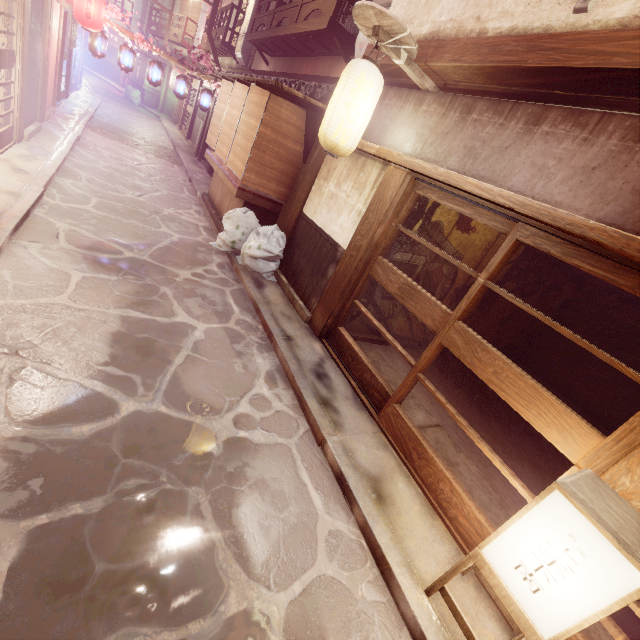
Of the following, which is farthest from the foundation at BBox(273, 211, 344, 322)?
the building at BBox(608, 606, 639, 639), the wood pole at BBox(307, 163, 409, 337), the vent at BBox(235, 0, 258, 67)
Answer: the vent at BBox(235, 0, 258, 67)

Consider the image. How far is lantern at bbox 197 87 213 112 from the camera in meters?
21.2

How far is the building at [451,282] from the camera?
9.5 meters

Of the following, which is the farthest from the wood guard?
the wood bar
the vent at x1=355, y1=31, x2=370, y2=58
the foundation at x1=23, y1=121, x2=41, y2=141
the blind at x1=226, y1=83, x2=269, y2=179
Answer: the foundation at x1=23, y1=121, x2=41, y2=141

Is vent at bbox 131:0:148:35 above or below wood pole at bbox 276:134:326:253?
above

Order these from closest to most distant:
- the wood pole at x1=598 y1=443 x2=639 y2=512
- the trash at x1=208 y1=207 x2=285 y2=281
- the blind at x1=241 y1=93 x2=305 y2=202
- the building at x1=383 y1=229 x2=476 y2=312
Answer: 1. the wood pole at x1=598 y1=443 x2=639 y2=512
2. the building at x1=383 y1=229 x2=476 y2=312
3. the blind at x1=241 y1=93 x2=305 y2=202
4. the trash at x1=208 y1=207 x2=285 y2=281

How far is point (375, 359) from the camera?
10.4m

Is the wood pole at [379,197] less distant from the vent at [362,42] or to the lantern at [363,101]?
the lantern at [363,101]
